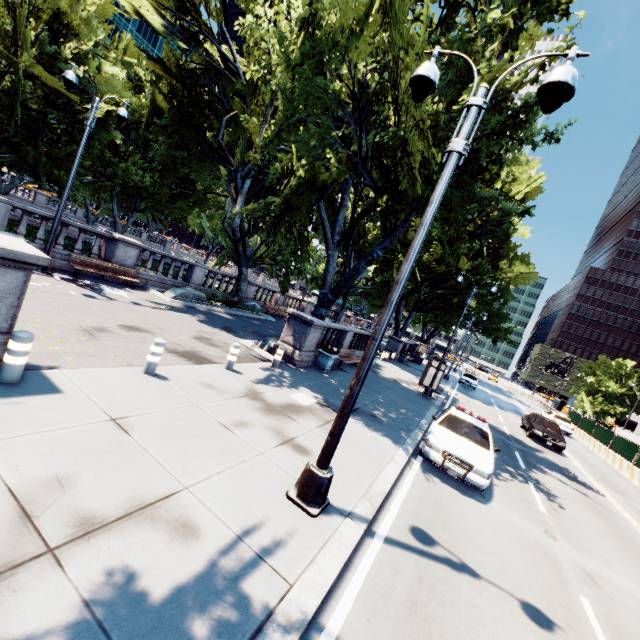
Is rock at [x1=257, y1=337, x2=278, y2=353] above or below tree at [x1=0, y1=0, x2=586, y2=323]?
below

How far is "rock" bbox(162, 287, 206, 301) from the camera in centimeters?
1734cm

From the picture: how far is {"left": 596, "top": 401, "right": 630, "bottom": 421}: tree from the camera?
58.68m

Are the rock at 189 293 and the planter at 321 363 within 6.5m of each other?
no

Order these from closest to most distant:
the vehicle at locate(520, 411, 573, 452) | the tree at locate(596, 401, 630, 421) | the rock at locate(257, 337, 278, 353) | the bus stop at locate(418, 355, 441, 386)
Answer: the rock at locate(257, 337, 278, 353)
the vehicle at locate(520, 411, 573, 452)
the bus stop at locate(418, 355, 441, 386)
the tree at locate(596, 401, 630, 421)

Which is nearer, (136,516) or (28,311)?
(136,516)

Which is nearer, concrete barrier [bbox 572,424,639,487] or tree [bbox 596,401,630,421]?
concrete barrier [bbox 572,424,639,487]

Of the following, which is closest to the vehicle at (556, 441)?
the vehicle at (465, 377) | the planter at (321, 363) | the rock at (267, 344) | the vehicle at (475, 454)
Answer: the vehicle at (475, 454)
